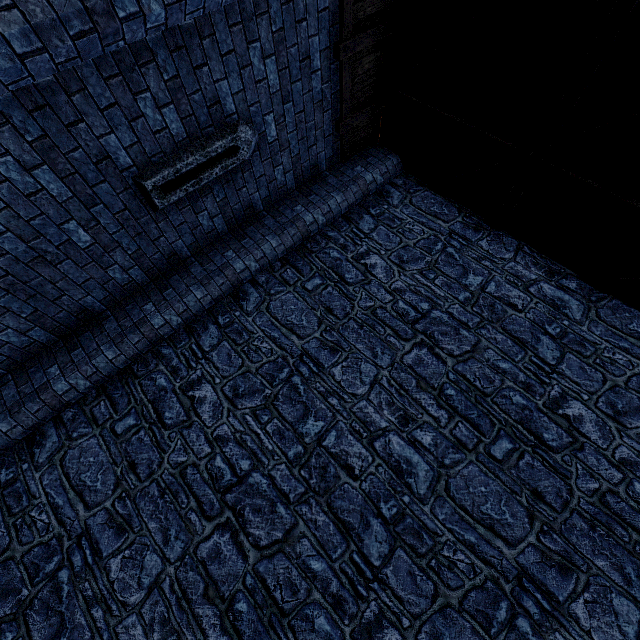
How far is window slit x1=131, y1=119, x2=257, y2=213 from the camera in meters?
4.1

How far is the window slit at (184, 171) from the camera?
4.05m

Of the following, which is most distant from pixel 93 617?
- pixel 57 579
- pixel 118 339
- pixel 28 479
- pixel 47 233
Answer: pixel 47 233

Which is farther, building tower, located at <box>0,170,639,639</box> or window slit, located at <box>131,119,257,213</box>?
window slit, located at <box>131,119,257,213</box>

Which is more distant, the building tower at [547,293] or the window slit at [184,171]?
the window slit at [184,171]
